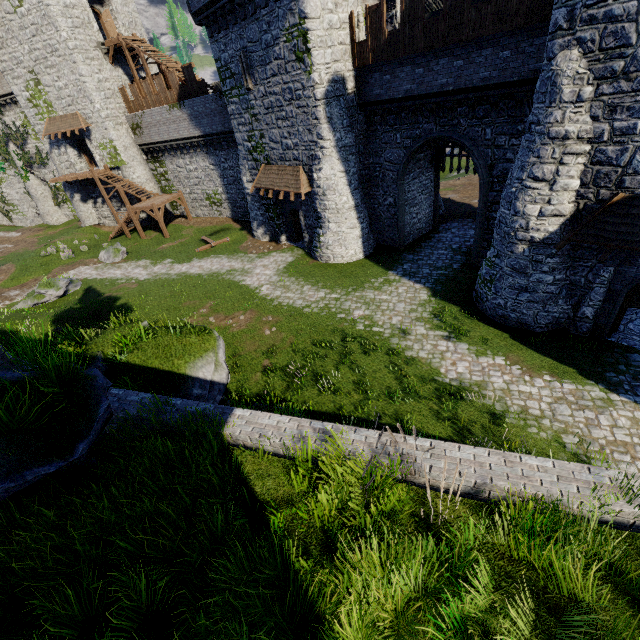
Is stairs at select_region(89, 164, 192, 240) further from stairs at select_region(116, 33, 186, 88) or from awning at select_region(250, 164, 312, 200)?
awning at select_region(250, 164, 312, 200)

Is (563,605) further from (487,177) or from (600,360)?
(487,177)

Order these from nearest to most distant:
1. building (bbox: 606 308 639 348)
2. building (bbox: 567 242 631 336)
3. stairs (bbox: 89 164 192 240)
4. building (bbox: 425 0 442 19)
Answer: building (bbox: 567 242 631 336)
building (bbox: 606 308 639 348)
building (bbox: 425 0 442 19)
stairs (bbox: 89 164 192 240)

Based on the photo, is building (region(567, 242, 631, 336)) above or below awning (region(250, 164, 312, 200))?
below

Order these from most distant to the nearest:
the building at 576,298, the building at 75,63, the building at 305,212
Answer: the building at 75,63, the building at 305,212, the building at 576,298

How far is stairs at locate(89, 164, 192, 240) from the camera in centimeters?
2981cm

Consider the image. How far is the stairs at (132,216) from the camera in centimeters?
2981cm

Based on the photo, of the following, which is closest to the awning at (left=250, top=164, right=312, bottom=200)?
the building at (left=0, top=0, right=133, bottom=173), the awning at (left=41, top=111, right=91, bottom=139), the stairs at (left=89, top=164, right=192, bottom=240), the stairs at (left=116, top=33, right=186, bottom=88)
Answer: the stairs at (left=116, top=33, right=186, bottom=88)
